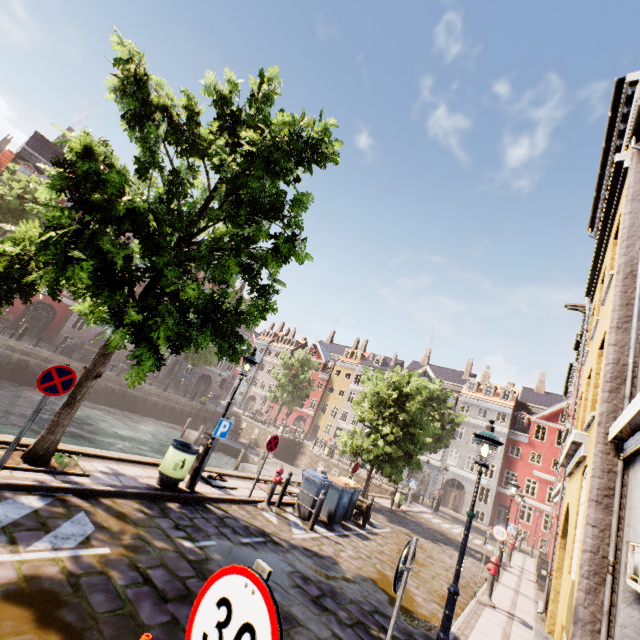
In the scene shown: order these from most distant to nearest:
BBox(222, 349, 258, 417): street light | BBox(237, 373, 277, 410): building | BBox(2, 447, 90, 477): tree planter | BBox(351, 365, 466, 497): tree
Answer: BBox(237, 373, 277, 410): building → BBox(351, 365, 466, 497): tree → BBox(222, 349, 258, 417): street light → BBox(2, 447, 90, 477): tree planter

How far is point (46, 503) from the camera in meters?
5.3

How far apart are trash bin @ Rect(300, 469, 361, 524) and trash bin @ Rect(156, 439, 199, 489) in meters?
5.4 m

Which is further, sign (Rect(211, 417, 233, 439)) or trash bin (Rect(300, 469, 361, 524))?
trash bin (Rect(300, 469, 361, 524))

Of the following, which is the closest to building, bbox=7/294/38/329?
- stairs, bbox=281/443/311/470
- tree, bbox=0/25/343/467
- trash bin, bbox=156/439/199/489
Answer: tree, bbox=0/25/343/467

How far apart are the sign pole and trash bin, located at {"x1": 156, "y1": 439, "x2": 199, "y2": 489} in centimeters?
715cm

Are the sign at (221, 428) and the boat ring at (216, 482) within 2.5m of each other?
yes

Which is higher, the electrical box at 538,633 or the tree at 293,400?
the tree at 293,400
